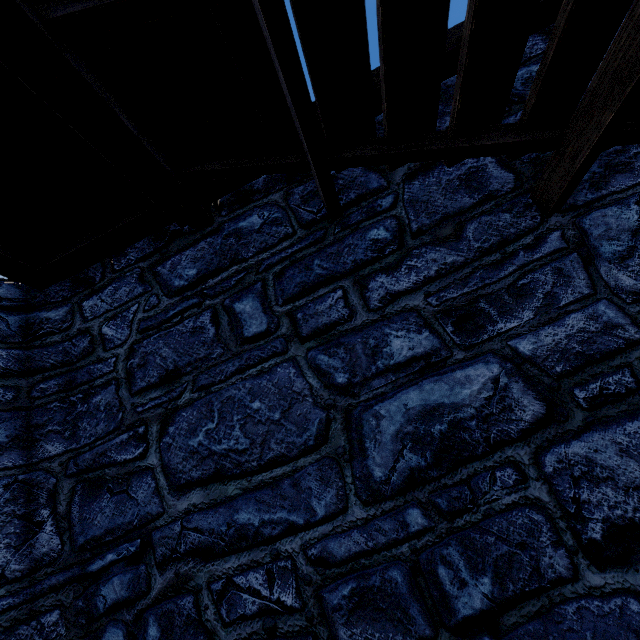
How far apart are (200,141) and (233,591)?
3.0 meters
